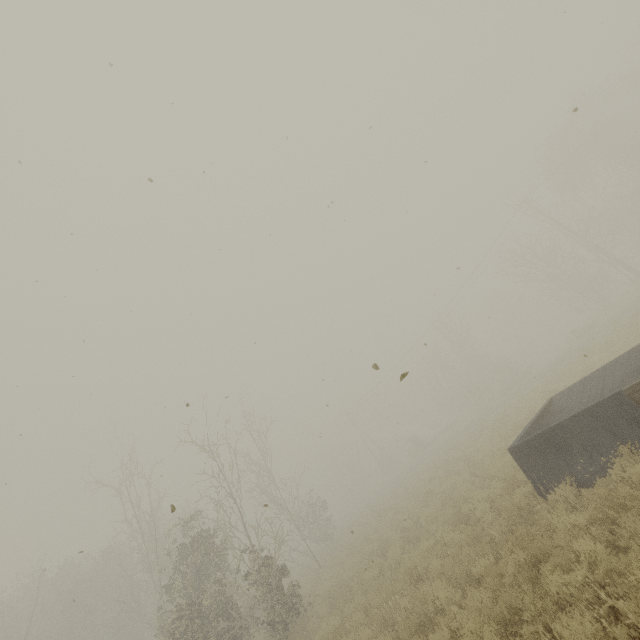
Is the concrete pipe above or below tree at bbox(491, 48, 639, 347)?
below

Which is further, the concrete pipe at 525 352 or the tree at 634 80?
the concrete pipe at 525 352

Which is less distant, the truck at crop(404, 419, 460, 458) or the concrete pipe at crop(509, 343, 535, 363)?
the truck at crop(404, 419, 460, 458)

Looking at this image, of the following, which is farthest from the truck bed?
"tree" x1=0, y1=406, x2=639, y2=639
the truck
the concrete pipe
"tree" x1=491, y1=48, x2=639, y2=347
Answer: the concrete pipe

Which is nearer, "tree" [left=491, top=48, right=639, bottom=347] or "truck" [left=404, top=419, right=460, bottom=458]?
"tree" [left=491, top=48, right=639, bottom=347]

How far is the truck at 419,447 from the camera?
40.1m

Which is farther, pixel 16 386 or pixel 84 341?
pixel 16 386

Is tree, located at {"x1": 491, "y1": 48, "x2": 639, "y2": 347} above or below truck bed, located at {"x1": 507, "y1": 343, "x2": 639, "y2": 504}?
above
